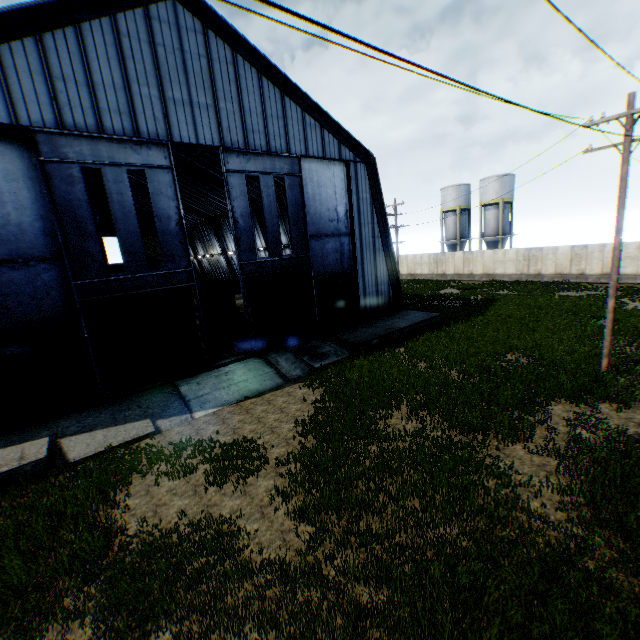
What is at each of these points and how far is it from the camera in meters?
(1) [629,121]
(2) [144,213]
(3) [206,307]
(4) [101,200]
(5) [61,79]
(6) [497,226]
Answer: (1) street light, 10.5 m
(2) building, 50.5 m
(3) train, 23.8 m
(4) building, 50.6 m
(5) building, 11.7 m
(6) vertical tank, 42.4 m

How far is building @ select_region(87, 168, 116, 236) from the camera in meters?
36.0 m

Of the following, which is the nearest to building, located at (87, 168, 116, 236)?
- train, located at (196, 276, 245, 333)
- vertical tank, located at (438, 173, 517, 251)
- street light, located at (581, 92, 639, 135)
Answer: train, located at (196, 276, 245, 333)

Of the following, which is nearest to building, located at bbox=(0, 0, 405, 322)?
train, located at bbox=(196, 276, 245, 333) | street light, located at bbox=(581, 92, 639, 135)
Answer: train, located at bbox=(196, 276, 245, 333)

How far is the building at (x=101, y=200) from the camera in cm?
3600

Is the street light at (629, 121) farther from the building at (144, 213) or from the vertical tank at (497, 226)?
the vertical tank at (497, 226)

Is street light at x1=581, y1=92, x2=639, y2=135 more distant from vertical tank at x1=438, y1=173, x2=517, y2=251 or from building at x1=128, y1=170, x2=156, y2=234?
vertical tank at x1=438, y1=173, x2=517, y2=251

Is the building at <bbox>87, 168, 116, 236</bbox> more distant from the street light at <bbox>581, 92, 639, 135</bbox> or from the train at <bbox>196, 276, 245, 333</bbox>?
the street light at <bbox>581, 92, 639, 135</bbox>
